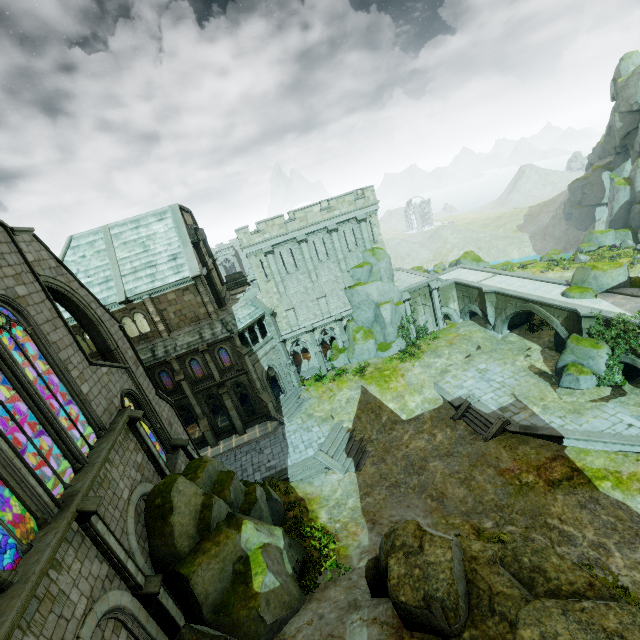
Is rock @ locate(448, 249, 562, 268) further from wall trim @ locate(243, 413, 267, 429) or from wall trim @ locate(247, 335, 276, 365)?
wall trim @ locate(243, 413, 267, 429)

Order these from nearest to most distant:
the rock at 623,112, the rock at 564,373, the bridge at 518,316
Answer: the rock at 564,373
the bridge at 518,316
the rock at 623,112

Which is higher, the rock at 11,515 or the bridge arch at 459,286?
the rock at 11,515

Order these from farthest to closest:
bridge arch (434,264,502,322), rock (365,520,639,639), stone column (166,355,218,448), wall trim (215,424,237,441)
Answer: bridge arch (434,264,502,322), wall trim (215,424,237,441), stone column (166,355,218,448), rock (365,520,639,639)

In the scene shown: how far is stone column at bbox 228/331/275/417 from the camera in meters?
27.4

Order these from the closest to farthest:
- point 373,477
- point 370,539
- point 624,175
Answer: point 370,539 → point 373,477 → point 624,175

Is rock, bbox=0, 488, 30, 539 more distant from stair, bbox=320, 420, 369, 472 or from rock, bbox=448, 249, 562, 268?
rock, bbox=448, 249, 562, 268

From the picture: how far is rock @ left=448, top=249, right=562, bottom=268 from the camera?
46.25m
